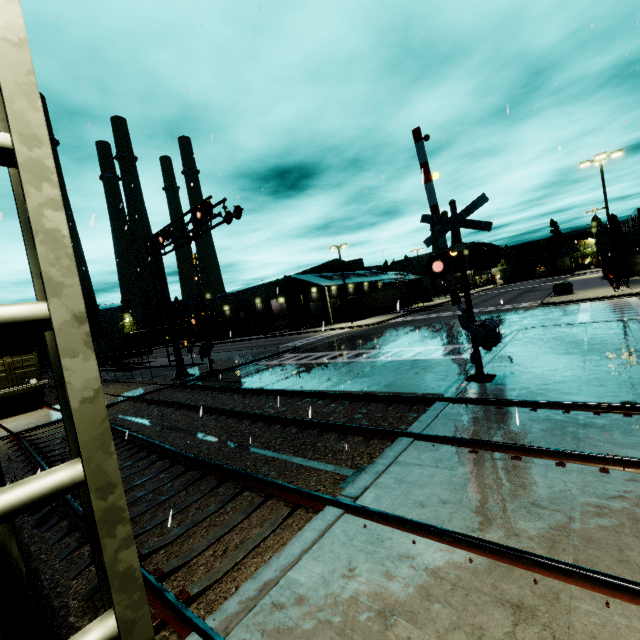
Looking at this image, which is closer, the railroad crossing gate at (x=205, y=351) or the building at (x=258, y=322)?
the railroad crossing gate at (x=205, y=351)

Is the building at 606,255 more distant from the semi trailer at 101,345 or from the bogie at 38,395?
the bogie at 38,395

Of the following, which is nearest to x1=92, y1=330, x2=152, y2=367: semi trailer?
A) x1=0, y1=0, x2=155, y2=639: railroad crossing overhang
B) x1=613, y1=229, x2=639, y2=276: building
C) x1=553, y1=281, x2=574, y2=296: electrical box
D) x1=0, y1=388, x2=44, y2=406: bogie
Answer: x1=613, y1=229, x2=639, y2=276: building

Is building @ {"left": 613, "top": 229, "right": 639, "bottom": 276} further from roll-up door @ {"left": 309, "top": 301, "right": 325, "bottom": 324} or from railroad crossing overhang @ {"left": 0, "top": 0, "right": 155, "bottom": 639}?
railroad crossing overhang @ {"left": 0, "top": 0, "right": 155, "bottom": 639}

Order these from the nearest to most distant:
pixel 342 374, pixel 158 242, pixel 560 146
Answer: pixel 560 146
pixel 342 374
pixel 158 242

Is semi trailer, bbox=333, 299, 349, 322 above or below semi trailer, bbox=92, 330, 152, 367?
below

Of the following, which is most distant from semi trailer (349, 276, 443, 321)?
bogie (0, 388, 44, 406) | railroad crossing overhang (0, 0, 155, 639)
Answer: bogie (0, 388, 44, 406)

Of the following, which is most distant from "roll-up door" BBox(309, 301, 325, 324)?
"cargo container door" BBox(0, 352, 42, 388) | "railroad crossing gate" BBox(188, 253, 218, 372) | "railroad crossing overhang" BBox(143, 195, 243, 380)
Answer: "cargo container door" BBox(0, 352, 42, 388)
